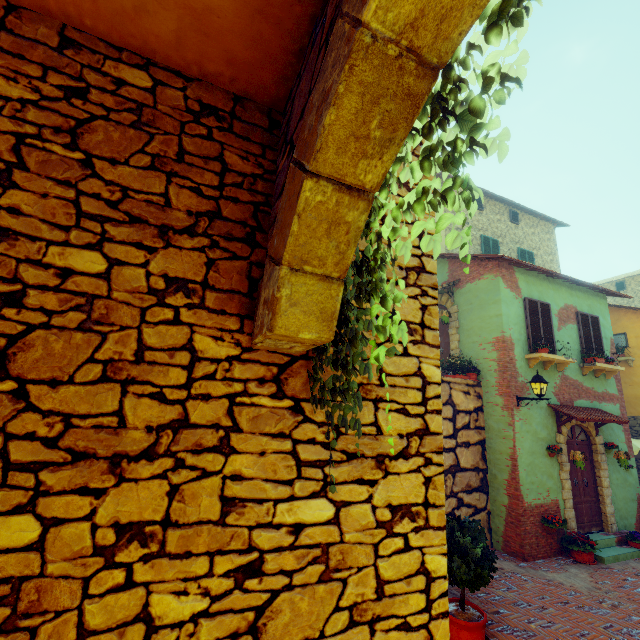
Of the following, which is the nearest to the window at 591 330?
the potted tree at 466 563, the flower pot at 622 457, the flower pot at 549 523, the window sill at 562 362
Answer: the window sill at 562 362

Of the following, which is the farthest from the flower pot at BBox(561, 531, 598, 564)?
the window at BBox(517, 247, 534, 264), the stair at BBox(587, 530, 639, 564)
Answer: the window at BBox(517, 247, 534, 264)

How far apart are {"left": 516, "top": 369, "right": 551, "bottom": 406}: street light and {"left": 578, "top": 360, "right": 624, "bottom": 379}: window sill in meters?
2.8 m

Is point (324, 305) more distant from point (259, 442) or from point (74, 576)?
point (74, 576)

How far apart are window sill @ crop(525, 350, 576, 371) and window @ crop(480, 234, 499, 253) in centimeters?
593cm

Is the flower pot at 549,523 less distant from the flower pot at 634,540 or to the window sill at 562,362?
the flower pot at 634,540

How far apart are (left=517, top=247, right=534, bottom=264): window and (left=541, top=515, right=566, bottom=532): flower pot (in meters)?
10.73

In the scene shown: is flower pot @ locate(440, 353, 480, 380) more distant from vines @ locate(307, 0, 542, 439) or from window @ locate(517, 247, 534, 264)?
window @ locate(517, 247, 534, 264)
